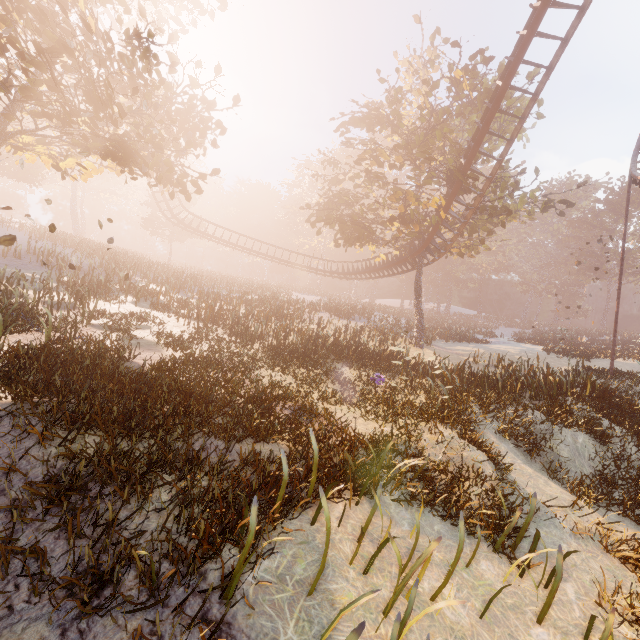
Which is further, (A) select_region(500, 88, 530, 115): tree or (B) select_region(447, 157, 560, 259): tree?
(A) select_region(500, 88, 530, 115): tree

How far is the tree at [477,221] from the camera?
17.84m

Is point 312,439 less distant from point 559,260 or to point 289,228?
point 289,228

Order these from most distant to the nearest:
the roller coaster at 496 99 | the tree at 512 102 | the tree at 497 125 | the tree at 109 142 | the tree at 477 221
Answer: the tree at 497 125 < the tree at 512 102 < the tree at 477 221 < the roller coaster at 496 99 < the tree at 109 142

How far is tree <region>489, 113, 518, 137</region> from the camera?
19.75m

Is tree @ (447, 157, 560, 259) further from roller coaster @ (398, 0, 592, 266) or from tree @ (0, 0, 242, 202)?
tree @ (0, 0, 242, 202)

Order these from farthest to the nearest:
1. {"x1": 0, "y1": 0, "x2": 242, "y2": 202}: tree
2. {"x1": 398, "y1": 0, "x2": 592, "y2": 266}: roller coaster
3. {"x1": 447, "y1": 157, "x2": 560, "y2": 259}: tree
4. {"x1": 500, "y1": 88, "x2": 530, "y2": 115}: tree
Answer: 1. {"x1": 500, "y1": 88, "x2": 530, "y2": 115}: tree
2. {"x1": 447, "y1": 157, "x2": 560, "y2": 259}: tree
3. {"x1": 398, "y1": 0, "x2": 592, "y2": 266}: roller coaster
4. {"x1": 0, "y1": 0, "x2": 242, "y2": 202}: tree
